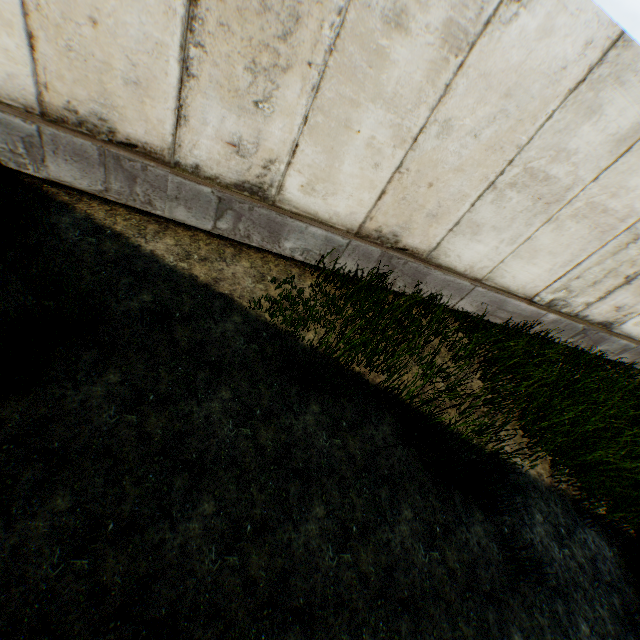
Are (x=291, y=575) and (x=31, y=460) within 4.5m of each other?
yes
